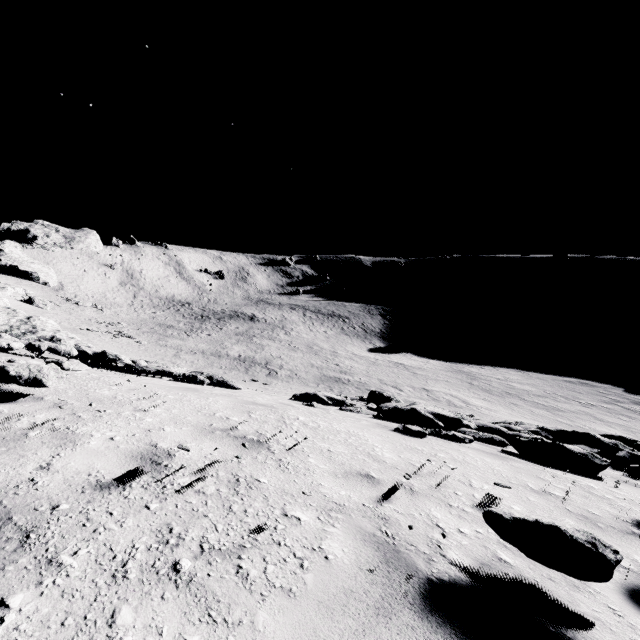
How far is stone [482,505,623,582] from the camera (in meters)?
1.92

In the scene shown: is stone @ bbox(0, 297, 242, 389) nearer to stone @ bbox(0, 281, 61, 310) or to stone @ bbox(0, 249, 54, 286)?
stone @ bbox(0, 281, 61, 310)

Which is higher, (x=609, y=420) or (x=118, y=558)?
(x=118, y=558)

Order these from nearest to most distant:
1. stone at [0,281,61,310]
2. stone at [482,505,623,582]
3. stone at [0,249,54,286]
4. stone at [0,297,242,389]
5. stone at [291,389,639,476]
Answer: stone at [482,505,623,582], stone at [0,297,242,389], stone at [291,389,639,476], stone at [0,281,61,310], stone at [0,249,54,286]

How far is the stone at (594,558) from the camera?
1.9m

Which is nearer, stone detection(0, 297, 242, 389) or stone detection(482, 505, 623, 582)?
stone detection(482, 505, 623, 582)

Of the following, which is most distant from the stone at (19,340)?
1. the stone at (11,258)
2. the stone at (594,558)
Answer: the stone at (11,258)

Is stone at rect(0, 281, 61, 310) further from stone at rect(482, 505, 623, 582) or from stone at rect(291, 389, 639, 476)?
stone at rect(482, 505, 623, 582)
